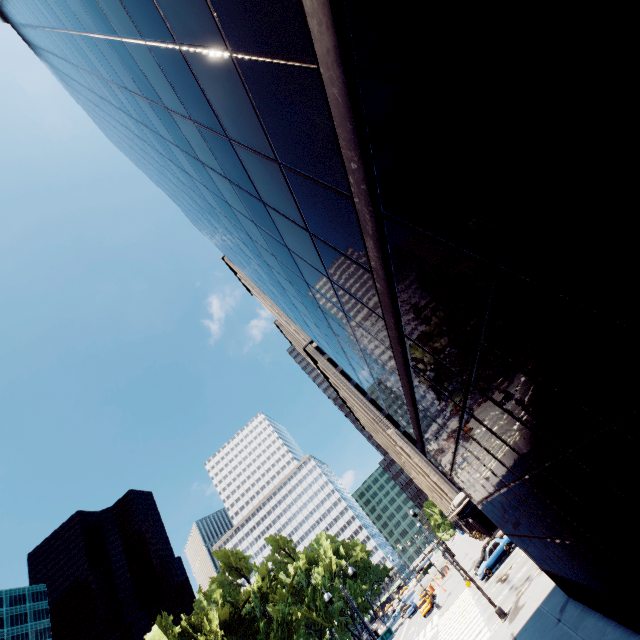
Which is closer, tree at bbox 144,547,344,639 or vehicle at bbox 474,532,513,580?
vehicle at bbox 474,532,513,580

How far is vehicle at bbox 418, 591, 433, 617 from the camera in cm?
4228

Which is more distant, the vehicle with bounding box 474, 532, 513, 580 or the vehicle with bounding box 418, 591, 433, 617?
the vehicle with bounding box 418, 591, 433, 617

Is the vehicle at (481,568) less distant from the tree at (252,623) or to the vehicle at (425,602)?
the vehicle at (425,602)

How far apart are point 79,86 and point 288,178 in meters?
31.4

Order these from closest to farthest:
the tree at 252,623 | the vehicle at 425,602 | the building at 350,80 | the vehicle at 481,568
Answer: the building at 350,80
the vehicle at 481,568
the vehicle at 425,602
the tree at 252,623

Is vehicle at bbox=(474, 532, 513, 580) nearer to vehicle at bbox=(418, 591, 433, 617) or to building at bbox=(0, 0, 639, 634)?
vehicle at bbox=(418, 591, 433, 617)

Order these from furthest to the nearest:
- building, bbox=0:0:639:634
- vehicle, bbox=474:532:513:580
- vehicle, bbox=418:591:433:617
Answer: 1. vehicle, bbox=418:591:433:617
2. vehicle, bbox=474:532:513:580
3. building, bbox=0:0:639:634
